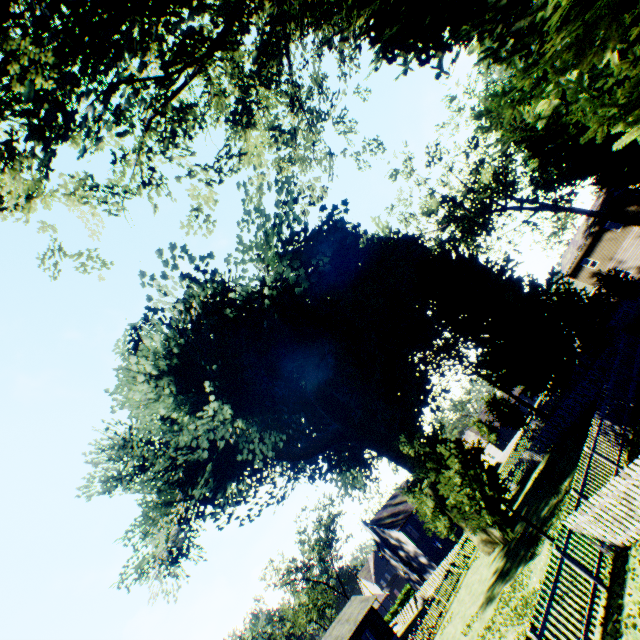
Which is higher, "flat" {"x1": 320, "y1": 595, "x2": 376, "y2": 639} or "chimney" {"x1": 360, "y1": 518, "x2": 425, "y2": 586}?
"flat" {"x1": 320, "y1": 595, "x2": 376, "y2": 639}

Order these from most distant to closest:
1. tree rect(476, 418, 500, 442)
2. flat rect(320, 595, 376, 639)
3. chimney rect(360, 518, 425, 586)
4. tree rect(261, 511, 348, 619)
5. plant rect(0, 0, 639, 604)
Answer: tree rect(476, 418, 500, 442) < tree rect(261, 511, 348, 619) < chimney rect(360, 518, 425, 586) < flat rect(320, 595, 376, 639) < plant rect(0, 0, 639, 604)

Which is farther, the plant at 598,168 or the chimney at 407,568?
the chimney at 407,568

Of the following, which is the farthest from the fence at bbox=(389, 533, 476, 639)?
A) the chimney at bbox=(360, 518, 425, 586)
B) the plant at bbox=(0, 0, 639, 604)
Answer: the chimney at bbox=(360, 518, 425, 586)

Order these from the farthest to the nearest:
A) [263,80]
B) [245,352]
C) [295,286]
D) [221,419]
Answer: [245,352] → [295,286] → [221,419] → [263,80]

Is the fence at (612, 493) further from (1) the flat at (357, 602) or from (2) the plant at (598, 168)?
(1) the flat at (357, 602)

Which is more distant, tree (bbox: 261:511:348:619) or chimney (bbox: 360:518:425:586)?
tree (bbox: 261:511:348:619)

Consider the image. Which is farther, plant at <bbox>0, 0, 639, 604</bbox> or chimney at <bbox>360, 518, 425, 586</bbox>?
chimney at <bbox>360, 518, 425, 586</bbox>
